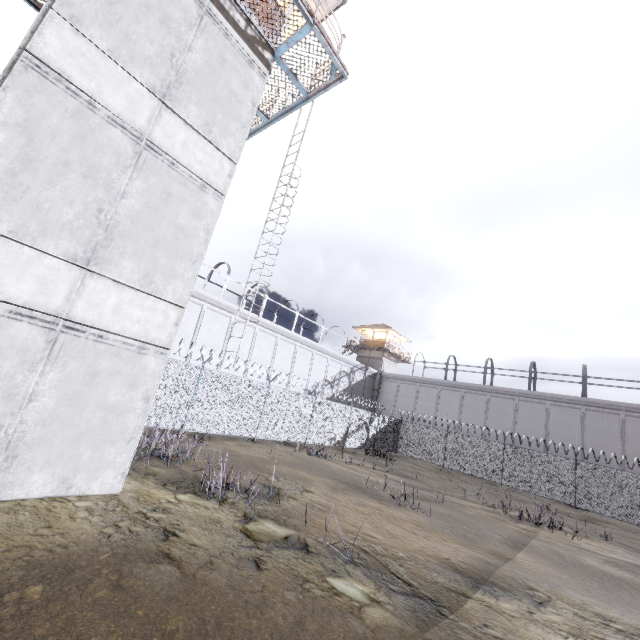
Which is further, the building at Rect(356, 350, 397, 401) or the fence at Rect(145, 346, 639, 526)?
the building at Rect(356, 350, 397, 401)

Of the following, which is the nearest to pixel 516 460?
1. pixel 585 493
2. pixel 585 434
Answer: pixel 585 493

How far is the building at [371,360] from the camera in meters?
40.4 m

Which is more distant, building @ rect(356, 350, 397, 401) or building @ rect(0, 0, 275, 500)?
building @ rect(356, 350, 397, 401)

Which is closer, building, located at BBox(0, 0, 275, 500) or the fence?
building, located at BBox(0, 0, 275, 500)

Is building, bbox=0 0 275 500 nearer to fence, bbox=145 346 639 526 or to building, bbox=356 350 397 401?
fence, bbox=145 346 639 526

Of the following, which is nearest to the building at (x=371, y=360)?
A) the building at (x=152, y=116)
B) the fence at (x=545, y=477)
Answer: the fence at (x=545, y=477)
